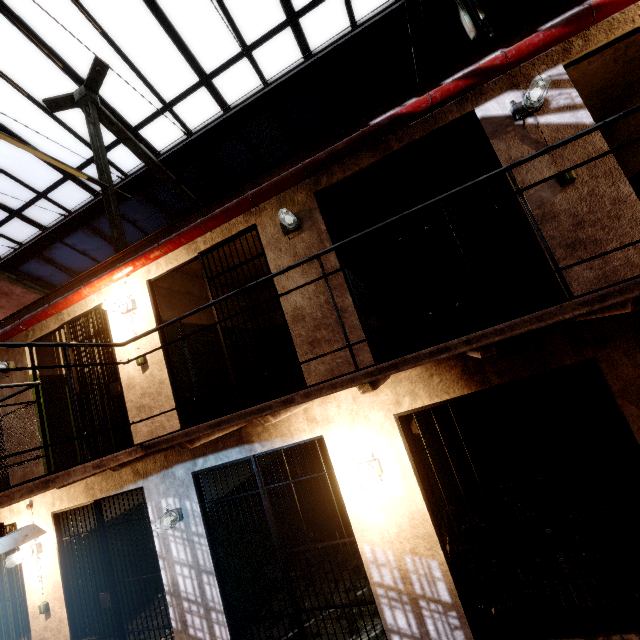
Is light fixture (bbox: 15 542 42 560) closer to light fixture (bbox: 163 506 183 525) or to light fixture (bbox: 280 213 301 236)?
light fixture (bbox: 163 506 183 525)

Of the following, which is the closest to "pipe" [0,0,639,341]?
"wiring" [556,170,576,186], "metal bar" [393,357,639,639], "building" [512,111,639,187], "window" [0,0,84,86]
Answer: "building" [512,111,639,187]

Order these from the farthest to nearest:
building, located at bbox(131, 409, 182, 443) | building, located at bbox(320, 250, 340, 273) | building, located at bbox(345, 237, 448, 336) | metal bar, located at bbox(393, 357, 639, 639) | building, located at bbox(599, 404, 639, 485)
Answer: building, located at bbox(345, 237, 448, 336) < building, located at bbox(131, 409, 182, 443) < building, located at bbox(320, 250, 340, 273) < building, located at bbox(599, 404, 639, 485) < metal bar, located at bbox(393, 357, 639, 639)

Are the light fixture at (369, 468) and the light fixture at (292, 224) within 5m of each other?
yes

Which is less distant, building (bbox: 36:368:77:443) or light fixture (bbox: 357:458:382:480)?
light fixture (bbox: 357:458:382:480)

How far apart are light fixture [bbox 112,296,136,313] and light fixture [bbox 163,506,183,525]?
3.0 meters

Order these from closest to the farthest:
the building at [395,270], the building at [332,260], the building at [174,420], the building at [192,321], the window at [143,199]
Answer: the building at [332,260]
the building at [174,420]
the building at [192,321]
the building at [395,270]
the window at [143,199]

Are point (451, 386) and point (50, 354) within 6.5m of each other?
no
